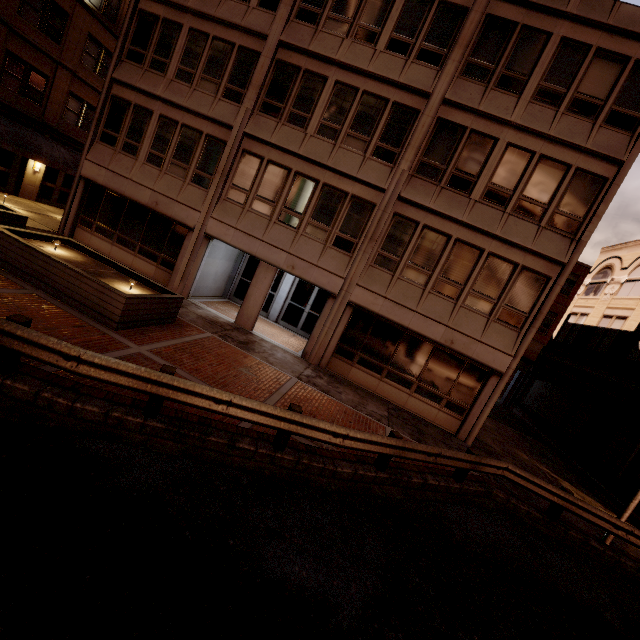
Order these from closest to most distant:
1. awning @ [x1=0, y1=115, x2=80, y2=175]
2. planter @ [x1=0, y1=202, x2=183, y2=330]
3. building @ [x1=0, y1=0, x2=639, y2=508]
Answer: planter @ [x1=0, y1=202, x2=183, y2=330] → building @ [x1=0, y1=0, x2=639, y2=508] → awning @ [x1=0, y1=115, x2=80, y2=175]

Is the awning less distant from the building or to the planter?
the building

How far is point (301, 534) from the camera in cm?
512

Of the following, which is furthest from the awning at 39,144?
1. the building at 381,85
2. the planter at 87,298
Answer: the planter at 87,298

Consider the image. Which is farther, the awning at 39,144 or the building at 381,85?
the awning at 39,144

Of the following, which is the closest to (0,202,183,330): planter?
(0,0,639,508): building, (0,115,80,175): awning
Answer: (0,0,639,508): building
